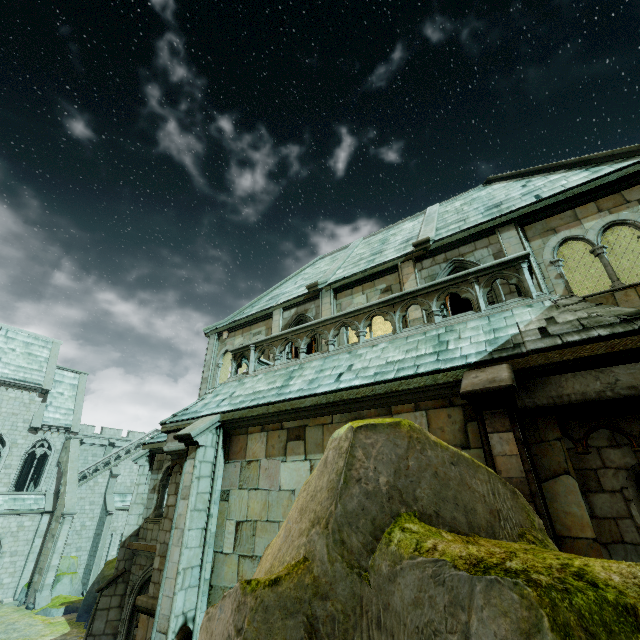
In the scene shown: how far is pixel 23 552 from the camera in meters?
25.3

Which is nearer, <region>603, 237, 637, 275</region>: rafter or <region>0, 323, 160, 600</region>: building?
<region>603, 237, 637, 275</region>: rafter

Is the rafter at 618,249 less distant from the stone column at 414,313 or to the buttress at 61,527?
the stone column at 414,313

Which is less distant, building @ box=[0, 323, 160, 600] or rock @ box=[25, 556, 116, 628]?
rock @ box=[25, 556, 116, 628]

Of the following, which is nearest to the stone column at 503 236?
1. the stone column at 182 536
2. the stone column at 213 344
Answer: the stone column at 182 536

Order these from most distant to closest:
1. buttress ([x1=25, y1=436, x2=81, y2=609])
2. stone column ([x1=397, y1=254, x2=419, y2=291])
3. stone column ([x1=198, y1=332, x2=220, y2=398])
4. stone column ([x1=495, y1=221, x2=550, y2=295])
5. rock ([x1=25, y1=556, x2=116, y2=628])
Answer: buttress ([x1=25, y1=436, x2=81, y2=609])
rock ([x1=25, y1=556, x2=116, y2=628])
stone column ([x1=198, y1=332, x2=220, y2=398])
stone column ([x1=397, y1=254, x2=419, y2=291])
stone column ([x1=495, y1=221, x2=550, y2=295])

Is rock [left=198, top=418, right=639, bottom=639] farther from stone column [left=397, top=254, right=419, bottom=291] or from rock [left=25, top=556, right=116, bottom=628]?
rock [left=25, top=556, right=116, bottom=628]

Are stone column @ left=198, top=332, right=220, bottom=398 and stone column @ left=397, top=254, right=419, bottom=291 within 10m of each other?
yes
